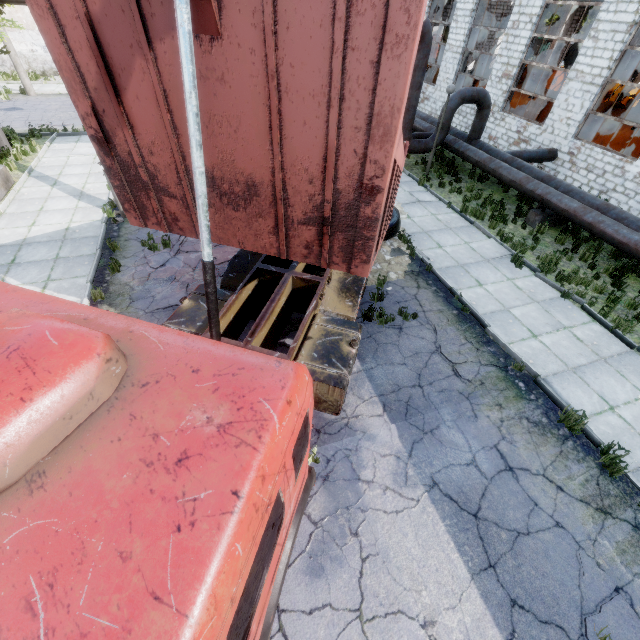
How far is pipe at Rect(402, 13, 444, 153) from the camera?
11.4 meters

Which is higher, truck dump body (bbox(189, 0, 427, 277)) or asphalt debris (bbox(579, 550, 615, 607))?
truck dump body (bbox(189, 0, 427, 277))

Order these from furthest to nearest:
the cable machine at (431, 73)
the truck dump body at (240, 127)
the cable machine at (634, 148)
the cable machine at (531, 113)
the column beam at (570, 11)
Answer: the column beam at (570, 11)
the cable machine at (431, 73)
the cable machine at (531, 113)
the cable machine at (634, 148)
the truck dump body at (240, 127)

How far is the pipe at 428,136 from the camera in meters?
11.4 m

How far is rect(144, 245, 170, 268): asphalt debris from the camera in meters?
8.6 m

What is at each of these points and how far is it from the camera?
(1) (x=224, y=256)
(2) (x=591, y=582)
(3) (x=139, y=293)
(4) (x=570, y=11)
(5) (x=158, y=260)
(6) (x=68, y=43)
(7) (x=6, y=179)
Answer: (1) asphalt debris, 9.1m
(2) asphalt debris, 4.4m
(3) asphalt debris, 7.8m
(4) column beam, 27.9m
(5) asphalt debris, 8.8m
(6) truck dump body, 2.7m
(7) pipe holder, 11.2m

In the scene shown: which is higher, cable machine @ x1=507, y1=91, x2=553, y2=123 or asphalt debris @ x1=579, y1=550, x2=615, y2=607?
cable machine @ x1=507, y1=91, x2=553, y2=123

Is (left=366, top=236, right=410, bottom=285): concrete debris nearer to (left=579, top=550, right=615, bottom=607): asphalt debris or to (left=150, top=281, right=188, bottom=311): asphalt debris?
(left=150, top=281, right=188, bottom=311): asphalt debris
